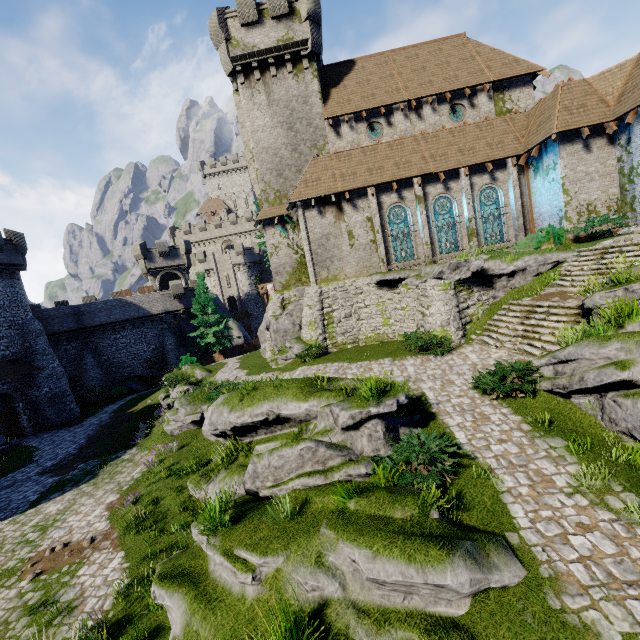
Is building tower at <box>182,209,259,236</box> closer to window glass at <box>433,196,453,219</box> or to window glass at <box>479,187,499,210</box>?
window glass at <box>433,196,453,219</box>

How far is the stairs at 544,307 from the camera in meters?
12.1

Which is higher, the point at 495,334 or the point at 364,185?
the point at 364,185

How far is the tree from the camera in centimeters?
3525cm

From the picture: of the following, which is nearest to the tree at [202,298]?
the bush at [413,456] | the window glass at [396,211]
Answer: the window glass at [396,211]

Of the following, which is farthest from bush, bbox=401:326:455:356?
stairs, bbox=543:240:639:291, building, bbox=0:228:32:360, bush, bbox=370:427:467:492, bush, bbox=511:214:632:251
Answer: building, bbox=0:228:32:360

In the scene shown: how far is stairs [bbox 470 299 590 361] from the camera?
12.1 meters

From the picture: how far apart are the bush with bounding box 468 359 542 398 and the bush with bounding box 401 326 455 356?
2.99m
